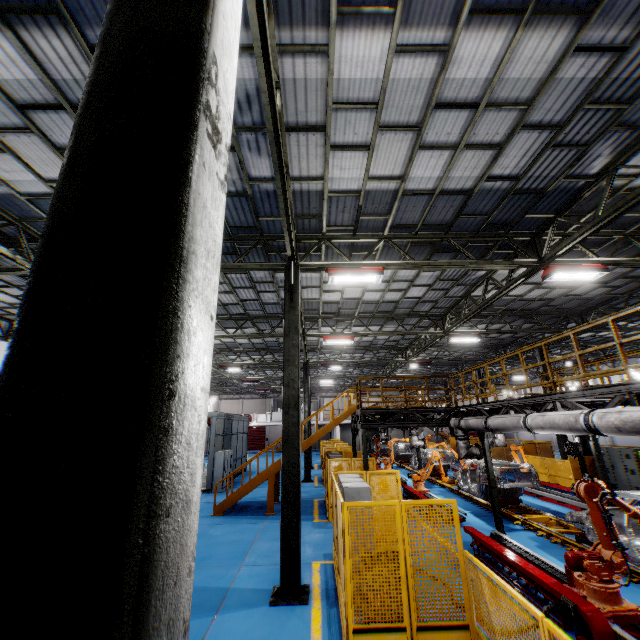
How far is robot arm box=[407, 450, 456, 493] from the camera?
15.70m

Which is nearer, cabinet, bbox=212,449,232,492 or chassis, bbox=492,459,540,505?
chassis, bbox=492,459,540,505

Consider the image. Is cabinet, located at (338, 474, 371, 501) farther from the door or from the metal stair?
the door

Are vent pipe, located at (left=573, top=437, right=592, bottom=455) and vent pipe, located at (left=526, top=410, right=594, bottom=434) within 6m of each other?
yes

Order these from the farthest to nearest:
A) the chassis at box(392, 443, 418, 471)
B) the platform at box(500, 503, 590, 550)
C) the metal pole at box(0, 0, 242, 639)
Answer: the chassis at box(392, 443, 418, 471), the platform at box(500, 503, 590, 550), the metal pole at box(0, 0, 242, 639)

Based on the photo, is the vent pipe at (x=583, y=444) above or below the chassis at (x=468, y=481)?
above

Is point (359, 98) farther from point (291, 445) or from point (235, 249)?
point (291, 445)

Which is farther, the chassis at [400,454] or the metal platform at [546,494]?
the chassis at [400,454]
